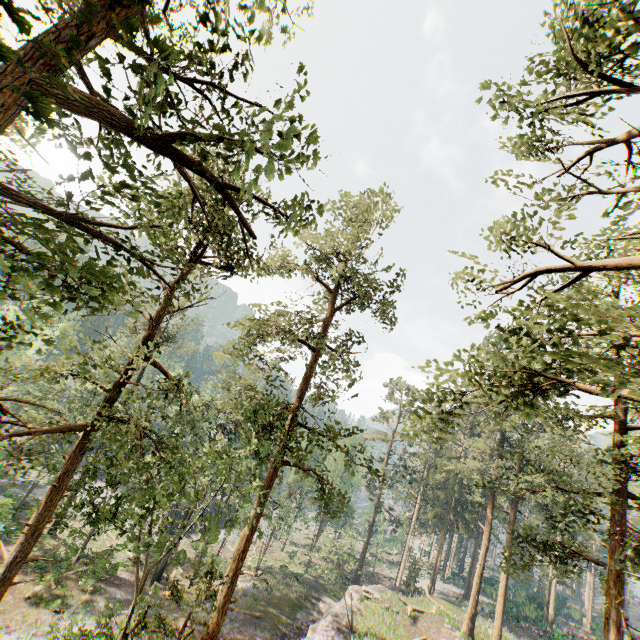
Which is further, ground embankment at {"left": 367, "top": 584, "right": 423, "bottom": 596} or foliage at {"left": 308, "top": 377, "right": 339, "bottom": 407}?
ground embankment at {"left": 367, "top": 584, "right": 423, "bottom": 596}

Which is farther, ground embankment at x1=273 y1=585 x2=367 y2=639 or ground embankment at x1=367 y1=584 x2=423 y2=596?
ground embankment at x1=367 y1=584 x2=423 y2=596

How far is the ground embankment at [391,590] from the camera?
33.79m

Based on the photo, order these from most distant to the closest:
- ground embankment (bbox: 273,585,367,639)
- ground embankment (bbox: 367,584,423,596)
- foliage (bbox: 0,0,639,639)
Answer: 1. ground embankment (bbox: 367,584,423,596)
2. ground embankment (bbox: 273,585,367,639)
3. foliage (bbox: 0,0,639,639)

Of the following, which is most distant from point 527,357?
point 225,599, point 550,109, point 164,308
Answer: point 225,599

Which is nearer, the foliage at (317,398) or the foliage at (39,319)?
the foliage at (39,319)
